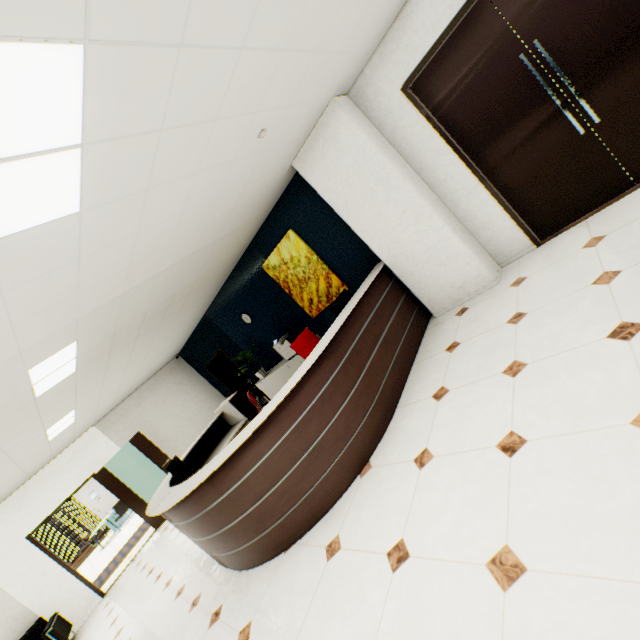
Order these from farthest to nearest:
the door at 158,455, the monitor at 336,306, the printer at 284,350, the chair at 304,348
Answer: the door at 158,455, the printer at 284,350, the chair at 304,348, the monitor at 336,306

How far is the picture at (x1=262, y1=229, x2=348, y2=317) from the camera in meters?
5.6 m

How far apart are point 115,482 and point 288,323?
6.0 meters

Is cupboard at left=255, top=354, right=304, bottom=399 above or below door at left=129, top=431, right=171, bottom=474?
below

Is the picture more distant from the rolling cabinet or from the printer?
the rolling cabinet

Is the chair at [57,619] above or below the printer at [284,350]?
below

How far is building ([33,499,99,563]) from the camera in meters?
52.7

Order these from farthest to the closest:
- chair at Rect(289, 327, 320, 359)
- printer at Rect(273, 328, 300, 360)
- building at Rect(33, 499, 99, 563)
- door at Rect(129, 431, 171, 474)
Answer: building at Rect(33, 499, 99, 563) < door at Rect(129, 431, 171, 474) < printer at Rect(273, 328, 300, 360) < chair at Rect(289, 327, 320, 359)
